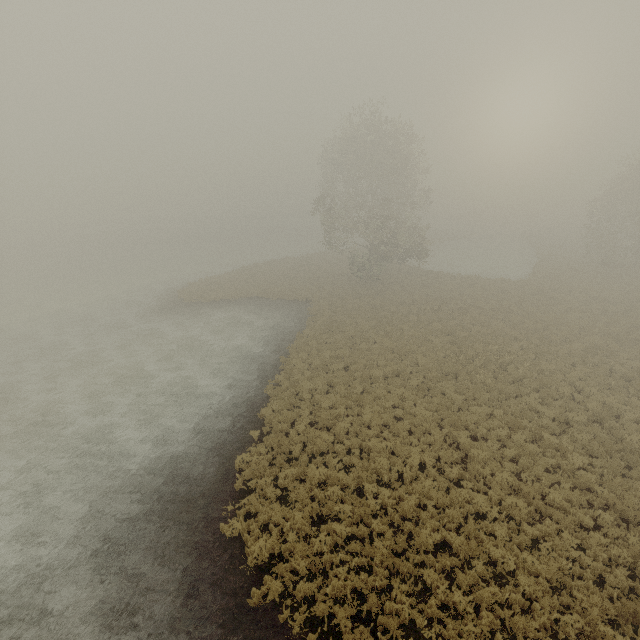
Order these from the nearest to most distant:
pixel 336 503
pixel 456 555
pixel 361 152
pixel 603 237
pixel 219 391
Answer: pixel 456 555 < pixel 336 503 < pixel 219 391 < pixel 361 152 < pixel 603 237
